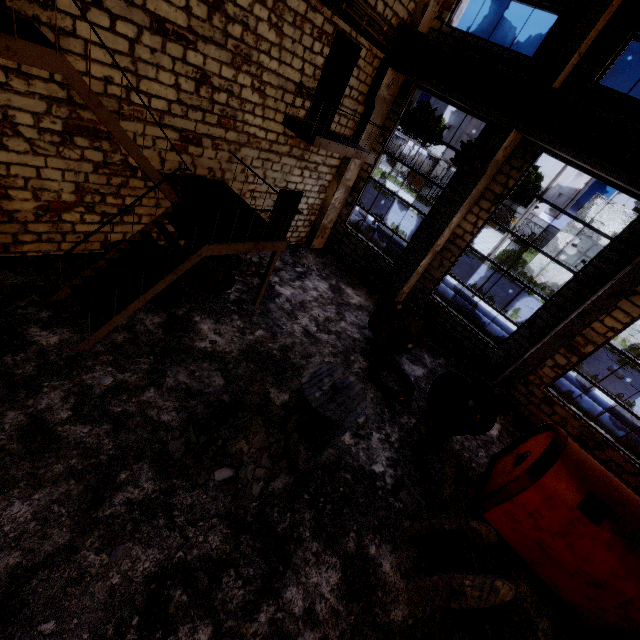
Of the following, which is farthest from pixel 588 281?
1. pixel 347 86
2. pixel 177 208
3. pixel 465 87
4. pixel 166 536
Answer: pixel 166 536

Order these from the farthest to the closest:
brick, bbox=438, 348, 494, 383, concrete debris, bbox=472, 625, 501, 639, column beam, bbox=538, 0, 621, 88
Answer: brick, bbox=438, 348, 494, 383 < column beam, bbox=538, 0, 621, 88 < concrete debris, bbox=472, 625, 501, 639

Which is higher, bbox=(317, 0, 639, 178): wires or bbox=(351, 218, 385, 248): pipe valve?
bbox=(317, 0, 639, 178): wires

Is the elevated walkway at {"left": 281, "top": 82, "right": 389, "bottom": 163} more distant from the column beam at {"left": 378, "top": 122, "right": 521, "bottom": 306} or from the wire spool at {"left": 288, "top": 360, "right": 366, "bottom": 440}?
the wire spool at {"left": 288, "top": 360, "right": 366, "bottom": 440}

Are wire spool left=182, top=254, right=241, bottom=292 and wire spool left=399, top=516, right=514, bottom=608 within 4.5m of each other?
no

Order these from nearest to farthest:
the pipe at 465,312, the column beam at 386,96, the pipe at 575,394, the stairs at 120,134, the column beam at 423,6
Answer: the stairs at 120,134 → the column beam at 423,6 → the column beam at 386,96 → the pipe at 575,394 → the pipe at 465,312

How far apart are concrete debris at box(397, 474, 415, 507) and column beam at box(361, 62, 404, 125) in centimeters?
938cm

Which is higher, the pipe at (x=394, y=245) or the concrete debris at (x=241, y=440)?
the pipe at (x=394, y=245)
